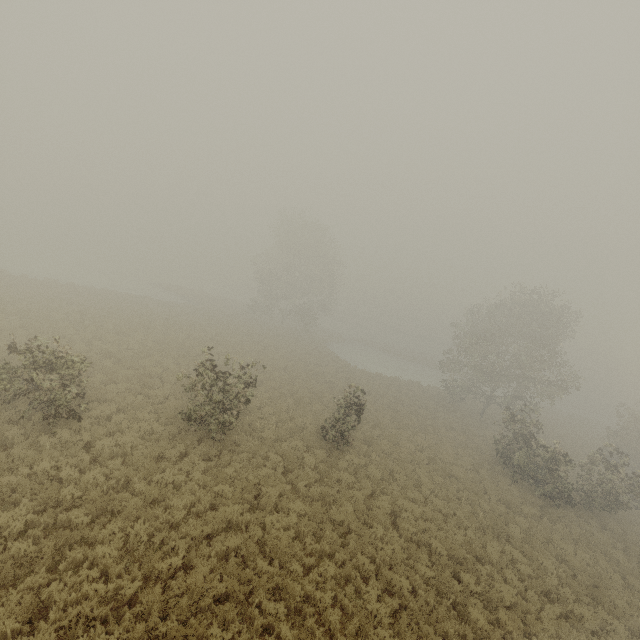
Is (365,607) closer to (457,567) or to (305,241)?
(457,567)

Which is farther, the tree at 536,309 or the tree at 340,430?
the tree at 536,309

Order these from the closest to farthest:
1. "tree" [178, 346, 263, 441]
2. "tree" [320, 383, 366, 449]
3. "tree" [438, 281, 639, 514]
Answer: "tree" [178, 346, 263, 441], "tree" [320, 383, 366, 449], "tree" [438, 281, 639, 514]

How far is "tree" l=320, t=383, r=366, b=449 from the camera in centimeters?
1634cm

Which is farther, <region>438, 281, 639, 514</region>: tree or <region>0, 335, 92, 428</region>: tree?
<region>438, 281, 639, 514</region>: tree

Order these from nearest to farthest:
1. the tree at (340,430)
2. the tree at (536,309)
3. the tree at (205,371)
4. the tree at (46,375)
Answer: the tree at (46,375)
the tree at (205,371)
the tree at (340,430)
the tree at (536,309)
